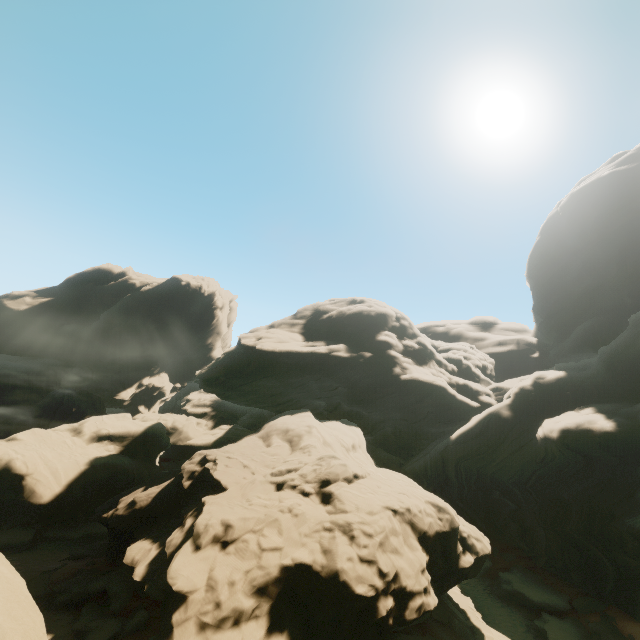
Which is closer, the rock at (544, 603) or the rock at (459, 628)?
the rock at (459, 628)

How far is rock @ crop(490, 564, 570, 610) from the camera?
21.56m

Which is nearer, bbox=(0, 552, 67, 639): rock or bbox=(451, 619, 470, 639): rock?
bbox=(0, 552, 67, 639): rock

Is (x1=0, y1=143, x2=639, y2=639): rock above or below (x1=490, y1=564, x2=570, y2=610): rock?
above

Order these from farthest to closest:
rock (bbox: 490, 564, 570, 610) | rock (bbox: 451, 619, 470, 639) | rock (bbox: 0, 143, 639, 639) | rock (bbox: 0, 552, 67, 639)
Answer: rock (bbox: 490, 564, 570, 610), rock (bbox: 451, 619, 470, 639), rock (bbox: 0, 143, 639, 639), rock (bbox: 0, 552, 67, 639)

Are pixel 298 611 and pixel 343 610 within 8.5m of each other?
yes

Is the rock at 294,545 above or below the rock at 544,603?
above
